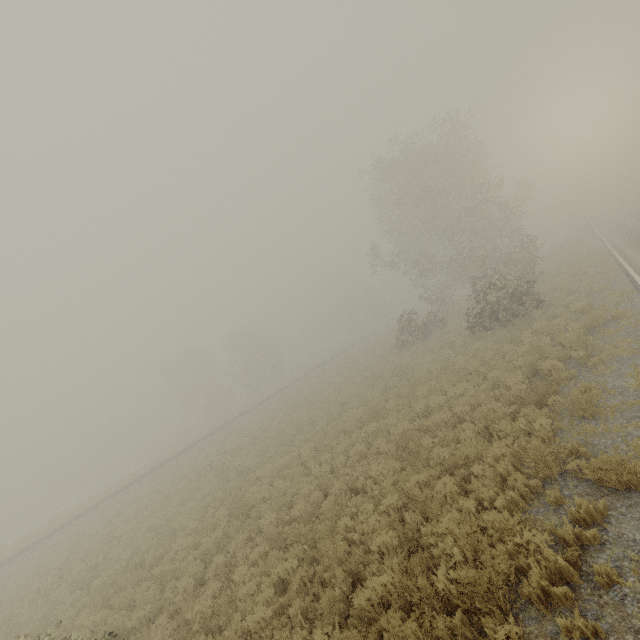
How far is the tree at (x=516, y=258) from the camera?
19.9 meters

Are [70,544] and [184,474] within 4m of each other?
no

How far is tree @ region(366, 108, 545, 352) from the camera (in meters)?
19.94
